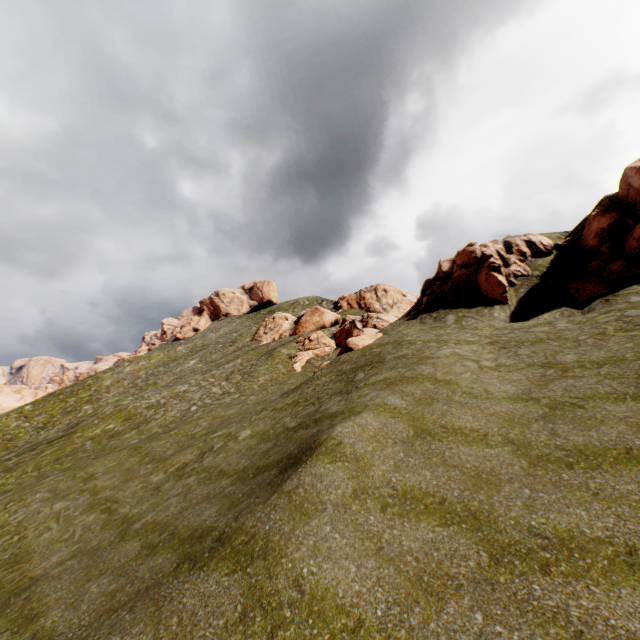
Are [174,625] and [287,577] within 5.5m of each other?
yes

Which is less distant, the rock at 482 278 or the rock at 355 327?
the rock at 482 278

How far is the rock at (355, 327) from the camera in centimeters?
2539cm

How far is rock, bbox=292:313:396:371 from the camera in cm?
2539

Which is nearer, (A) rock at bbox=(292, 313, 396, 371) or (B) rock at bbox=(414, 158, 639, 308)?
(B) rock at bbox=(414, 158, 639, 308)
